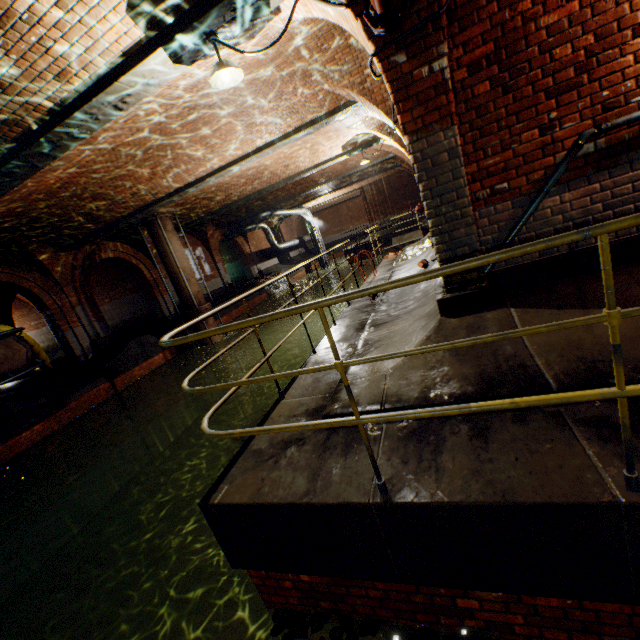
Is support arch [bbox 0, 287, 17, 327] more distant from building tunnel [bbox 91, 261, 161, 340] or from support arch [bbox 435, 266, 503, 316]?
support arch [bbox 435, 266, 503, 316]

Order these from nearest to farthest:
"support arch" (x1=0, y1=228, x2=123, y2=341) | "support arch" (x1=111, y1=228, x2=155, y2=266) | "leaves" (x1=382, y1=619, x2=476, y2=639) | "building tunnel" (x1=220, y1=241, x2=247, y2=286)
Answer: "leaves" (x1=382, y1=619, x2=476, y2=639)
"support arch" (x1=0, y1=228, x2=123, y2=341)
"support arch" (x1=111, y1=228, x2=155, y2=266)
"building tunnel" (x1=220, y1=241, x2=247, y2=286)

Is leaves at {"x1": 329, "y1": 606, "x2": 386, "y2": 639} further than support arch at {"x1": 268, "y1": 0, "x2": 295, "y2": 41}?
No

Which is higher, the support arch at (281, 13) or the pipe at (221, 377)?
the support arch at (281, 13)

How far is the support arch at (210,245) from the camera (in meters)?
19.95

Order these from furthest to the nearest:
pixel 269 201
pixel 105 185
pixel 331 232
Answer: pixel 331 232, pixel 269 201, pixel 105 185

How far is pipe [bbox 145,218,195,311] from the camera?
13.2 meters

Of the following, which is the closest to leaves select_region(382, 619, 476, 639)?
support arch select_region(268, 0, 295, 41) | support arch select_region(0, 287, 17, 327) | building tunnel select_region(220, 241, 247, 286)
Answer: support arch select_region(268, 0, 295, 41)
